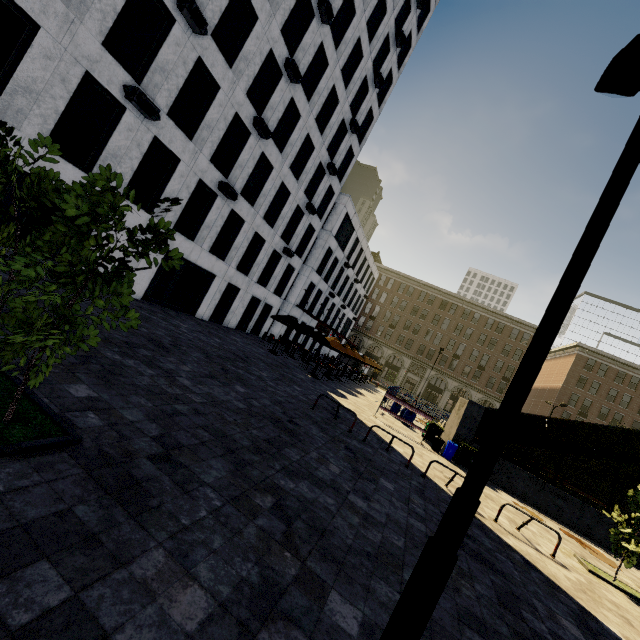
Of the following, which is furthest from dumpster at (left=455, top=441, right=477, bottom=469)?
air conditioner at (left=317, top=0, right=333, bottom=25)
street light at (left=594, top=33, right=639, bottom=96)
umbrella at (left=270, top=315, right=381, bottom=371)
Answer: air conditioner at (left=317, top=0, right=333, bottom=25)

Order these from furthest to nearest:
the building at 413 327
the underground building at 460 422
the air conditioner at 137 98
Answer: the building at 413 327, the underground building at 460 422, the air conditioner at 137 98

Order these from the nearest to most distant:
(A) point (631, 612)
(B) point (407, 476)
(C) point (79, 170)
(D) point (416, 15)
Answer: (A) point (631, 612), (B) point (407, 476), (C) point (79, 170), (D) point (416, 15)

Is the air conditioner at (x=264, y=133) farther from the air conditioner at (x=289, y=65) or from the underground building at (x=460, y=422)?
the underground building at (x=460, y=422)

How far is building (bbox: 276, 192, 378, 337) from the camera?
31.5 meters

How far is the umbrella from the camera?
20.02m

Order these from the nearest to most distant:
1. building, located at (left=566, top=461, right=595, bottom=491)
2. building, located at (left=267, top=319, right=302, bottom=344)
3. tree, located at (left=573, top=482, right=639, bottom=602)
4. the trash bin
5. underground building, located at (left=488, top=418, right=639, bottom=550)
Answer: tree, located at (left=573, top=482, right=639, bottom=602)
underground building, located at (left=488, top=418, right=639, bottom=550)
the trash bin
building, located at (left=267, top=319, right=302, bottom=344)
building, located at (left=566, top=461, right=595, bottom=491)

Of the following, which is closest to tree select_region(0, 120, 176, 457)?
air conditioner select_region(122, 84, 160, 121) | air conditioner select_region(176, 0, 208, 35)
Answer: air conditioner select_region(122, 84, 160, 121)
